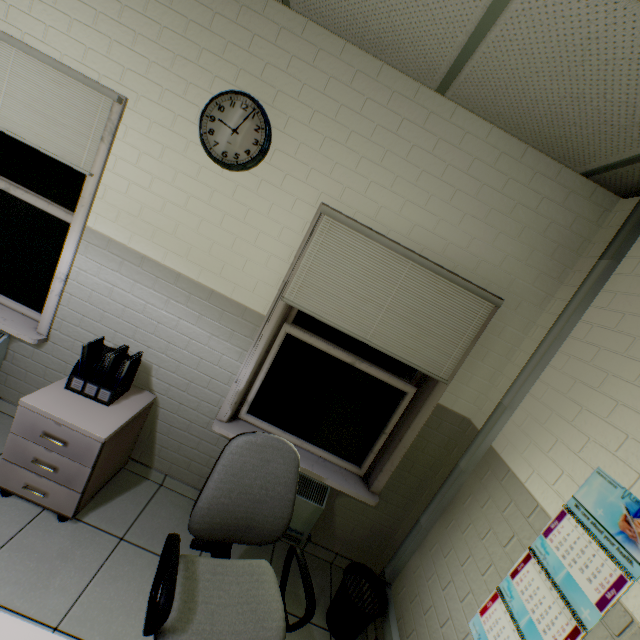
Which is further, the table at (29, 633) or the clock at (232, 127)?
the clock at (232, 127)

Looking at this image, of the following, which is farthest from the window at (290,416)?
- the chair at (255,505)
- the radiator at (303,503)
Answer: the chair at (255,505)

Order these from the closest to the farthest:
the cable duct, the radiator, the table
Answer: the table, the cable duct, the radiator

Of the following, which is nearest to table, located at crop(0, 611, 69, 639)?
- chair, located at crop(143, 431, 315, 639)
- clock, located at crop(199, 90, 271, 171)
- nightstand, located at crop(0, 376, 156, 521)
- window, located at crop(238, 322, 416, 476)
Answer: chair, located at crop(143, 431, 315, 639)

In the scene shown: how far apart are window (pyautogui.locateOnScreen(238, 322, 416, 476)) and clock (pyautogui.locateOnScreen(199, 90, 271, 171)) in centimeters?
104cm

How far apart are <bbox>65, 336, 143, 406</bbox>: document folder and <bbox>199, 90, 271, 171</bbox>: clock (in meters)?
1.37

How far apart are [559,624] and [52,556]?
2.5 meters

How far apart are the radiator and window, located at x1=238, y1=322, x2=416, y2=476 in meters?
0.2
